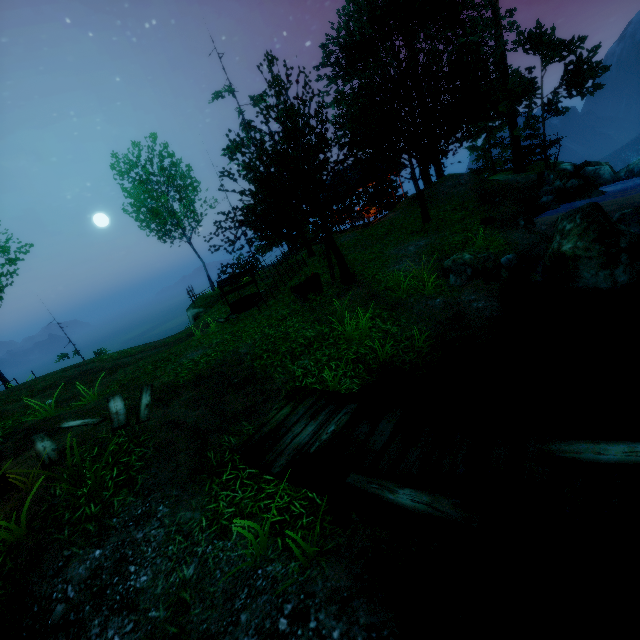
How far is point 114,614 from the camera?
3.5m

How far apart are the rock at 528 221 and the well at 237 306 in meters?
11.1 m

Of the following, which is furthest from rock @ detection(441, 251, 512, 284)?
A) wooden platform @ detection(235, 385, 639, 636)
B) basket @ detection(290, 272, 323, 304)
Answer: wooden platform @ detection(235, 385, 639, 636)

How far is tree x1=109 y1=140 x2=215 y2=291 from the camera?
19.89m

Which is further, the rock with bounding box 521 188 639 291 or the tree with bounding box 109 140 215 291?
the tree with bounding box 109 140 215 291

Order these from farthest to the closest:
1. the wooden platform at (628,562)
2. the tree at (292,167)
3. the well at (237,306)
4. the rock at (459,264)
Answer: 1. the well at (237,306)
2. the tree at (292,167)
3. the rock at (459,264)
4. the wooden platform at (628,562)

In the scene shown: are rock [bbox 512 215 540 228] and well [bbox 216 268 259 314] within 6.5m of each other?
no

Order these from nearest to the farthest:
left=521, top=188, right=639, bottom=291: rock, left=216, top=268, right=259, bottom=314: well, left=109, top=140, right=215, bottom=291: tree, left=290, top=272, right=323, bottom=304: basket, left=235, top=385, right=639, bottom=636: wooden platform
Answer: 1. left=235, top=385, right=639, bottom=636: wooden platform
2. left=521, top=188, right=639, bottom=291: rock
3. left=290, top=272, right=323, bottom=304: basket
4. left=216, top=268, right=259, bottom=314: well
5. left=109, top=140, right=215, bottom=291: tree
